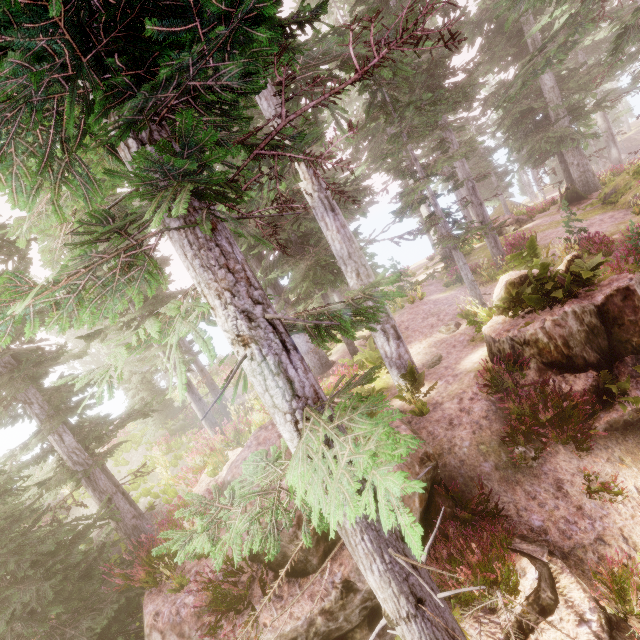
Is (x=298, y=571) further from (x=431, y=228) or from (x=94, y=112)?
(x=431, y=228)

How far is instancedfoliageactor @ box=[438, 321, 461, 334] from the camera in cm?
1327

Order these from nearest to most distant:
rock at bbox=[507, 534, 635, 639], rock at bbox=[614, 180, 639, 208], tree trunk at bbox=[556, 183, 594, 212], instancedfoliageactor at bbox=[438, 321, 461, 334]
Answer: rock at bbox=[507, 534, 635, 639] < instancedfoliageactor at bbox=[438, 321, 461, 334] < rock at bbox=[614, 180, 639, 208] < tree trunk at bbox=[556, 183, 594, 212]

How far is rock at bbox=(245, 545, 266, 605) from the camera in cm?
536

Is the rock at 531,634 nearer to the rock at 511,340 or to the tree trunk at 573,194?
the rock at 511,340

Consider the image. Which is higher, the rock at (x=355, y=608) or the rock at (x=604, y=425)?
the rock at (x=355, y=608)

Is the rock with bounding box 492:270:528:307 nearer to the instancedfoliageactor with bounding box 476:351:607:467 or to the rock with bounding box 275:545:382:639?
the instancedfoliageactor with bounding box 476:351:607:467
